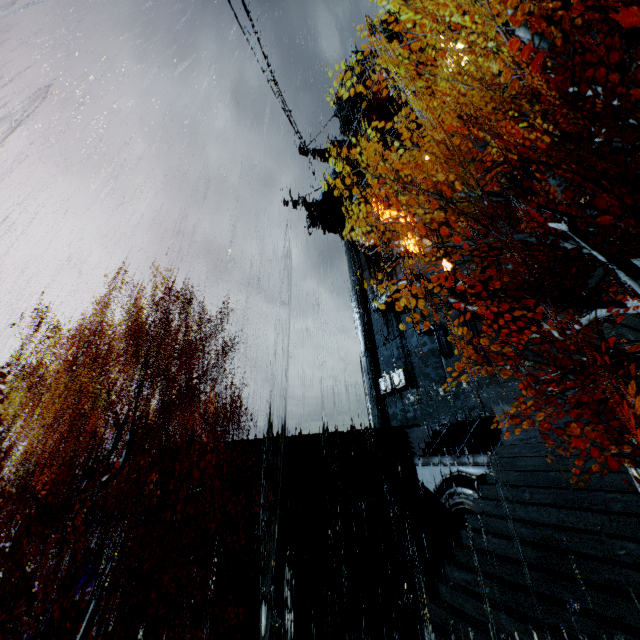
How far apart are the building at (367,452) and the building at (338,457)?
0.5m

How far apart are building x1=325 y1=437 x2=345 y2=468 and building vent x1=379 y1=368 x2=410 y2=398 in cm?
943

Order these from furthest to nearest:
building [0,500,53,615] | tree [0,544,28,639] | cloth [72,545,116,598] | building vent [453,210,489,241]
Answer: cloth [72,545,116,598] → building vent [453,210,489,241] → building [0,500,53,615] → tree [0,544,28,639]

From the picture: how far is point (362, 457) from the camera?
20.89m

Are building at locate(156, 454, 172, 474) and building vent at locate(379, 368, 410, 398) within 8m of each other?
no

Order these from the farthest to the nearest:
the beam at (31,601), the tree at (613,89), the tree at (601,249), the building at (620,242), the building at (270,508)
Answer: the beam at (31,601) → the building at (270,508) → the building at (620,242) → the tree at (613,89) → the tree at (601,249)

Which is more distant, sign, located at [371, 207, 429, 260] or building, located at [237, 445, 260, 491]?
sign, located at [371, 207, 429, 260]

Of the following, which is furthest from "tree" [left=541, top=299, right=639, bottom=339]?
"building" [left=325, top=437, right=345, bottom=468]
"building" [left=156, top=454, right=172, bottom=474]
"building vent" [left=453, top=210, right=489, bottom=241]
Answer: "building" [left=156, top=454, right=172, bottom=474]
